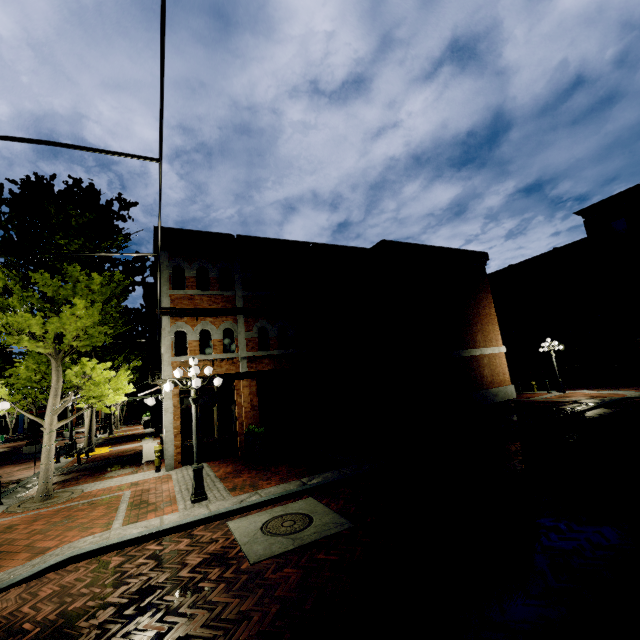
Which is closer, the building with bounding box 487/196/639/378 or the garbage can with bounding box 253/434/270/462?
the garbage can with bounding box 253/434/270/462

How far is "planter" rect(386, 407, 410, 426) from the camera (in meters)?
15.41

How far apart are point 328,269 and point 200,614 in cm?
1467

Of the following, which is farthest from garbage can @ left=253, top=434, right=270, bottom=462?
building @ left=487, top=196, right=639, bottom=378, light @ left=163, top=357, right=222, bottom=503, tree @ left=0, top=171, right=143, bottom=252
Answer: building @ left=487, top=196, right=639, bottom=378

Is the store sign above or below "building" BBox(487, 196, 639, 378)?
below

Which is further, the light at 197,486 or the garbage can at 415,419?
the garbage can at 415,419

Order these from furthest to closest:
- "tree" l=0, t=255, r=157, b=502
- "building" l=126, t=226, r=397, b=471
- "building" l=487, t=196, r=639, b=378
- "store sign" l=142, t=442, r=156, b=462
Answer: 1. "building" l=487, t=196, r=639, b=378
2. "store sign" l=142, t=442, r=156, b=462
3. "building" l=126, t=226, r=397, b=471
4. "tree" l=0, t=255, r=157, b=502

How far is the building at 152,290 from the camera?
16.23m
